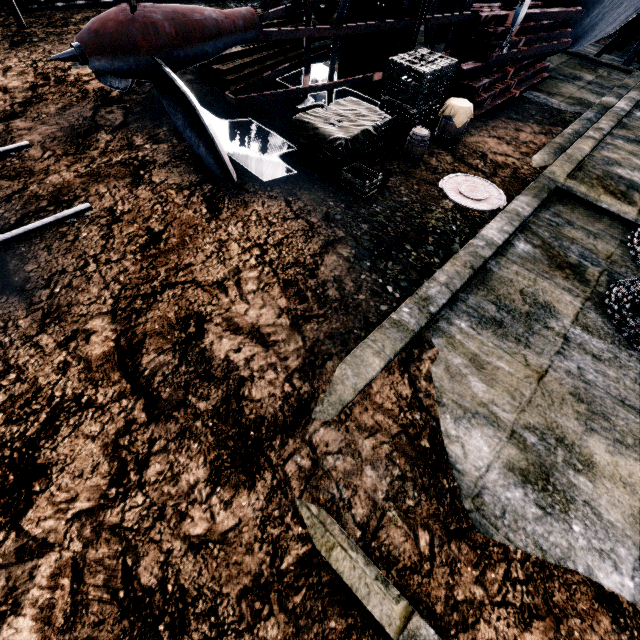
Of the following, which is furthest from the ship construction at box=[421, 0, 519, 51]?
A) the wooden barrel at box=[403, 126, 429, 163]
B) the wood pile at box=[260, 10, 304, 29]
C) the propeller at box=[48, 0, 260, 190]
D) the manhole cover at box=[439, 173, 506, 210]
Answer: the manhole cover at box=[439, 173, 506, 210]

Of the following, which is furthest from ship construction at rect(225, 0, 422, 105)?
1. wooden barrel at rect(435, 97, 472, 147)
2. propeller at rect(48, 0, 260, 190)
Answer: wooden barrel at rect(435, 97, 472, 147)

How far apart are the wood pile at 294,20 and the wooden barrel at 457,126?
6.17m

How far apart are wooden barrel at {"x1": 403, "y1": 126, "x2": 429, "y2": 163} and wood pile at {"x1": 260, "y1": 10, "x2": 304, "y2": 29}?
6.0m

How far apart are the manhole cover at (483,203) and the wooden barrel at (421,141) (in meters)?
0.86

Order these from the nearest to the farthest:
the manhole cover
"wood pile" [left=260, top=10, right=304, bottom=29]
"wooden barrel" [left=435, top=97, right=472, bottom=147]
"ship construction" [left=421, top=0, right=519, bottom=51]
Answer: the manhole cover
"wooden barrel" [left=435, top=97, right=472, bottom=147]
"ship construction" [left=421, top=0, right=519, bottom=51]
"wood pile" [left=260, top=10, right=304, bottom=29]

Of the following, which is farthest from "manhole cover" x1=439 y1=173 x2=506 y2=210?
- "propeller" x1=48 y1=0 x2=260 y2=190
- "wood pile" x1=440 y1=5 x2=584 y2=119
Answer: "propeller" x1=48 y1=0 x2=260 y2=190

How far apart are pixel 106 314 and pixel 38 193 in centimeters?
359cm
